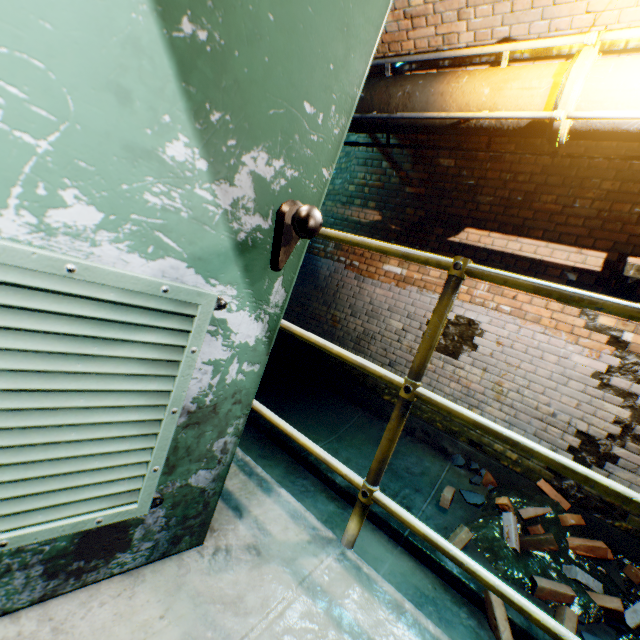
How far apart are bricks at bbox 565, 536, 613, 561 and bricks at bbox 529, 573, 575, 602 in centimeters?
15cm

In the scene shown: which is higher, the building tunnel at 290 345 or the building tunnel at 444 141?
the building tunnel at 444 141

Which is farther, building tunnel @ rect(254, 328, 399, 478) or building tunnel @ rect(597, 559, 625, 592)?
building tunnel @ rect(254, 328, 399, 478)

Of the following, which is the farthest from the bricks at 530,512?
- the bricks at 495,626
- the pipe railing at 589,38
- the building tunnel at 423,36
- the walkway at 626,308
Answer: the pipe railing at 589,38

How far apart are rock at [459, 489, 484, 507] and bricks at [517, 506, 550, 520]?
0.2 meters

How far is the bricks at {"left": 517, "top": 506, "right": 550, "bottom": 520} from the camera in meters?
3.2 m

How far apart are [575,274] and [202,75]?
4.1m

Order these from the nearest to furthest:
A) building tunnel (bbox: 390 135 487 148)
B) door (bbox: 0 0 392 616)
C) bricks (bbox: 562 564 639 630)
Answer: door (bbox: 0 0 392 616) → bricks (bbox: 562 564 639 630) → building tunnel (bbox: 390 135 487 148)
